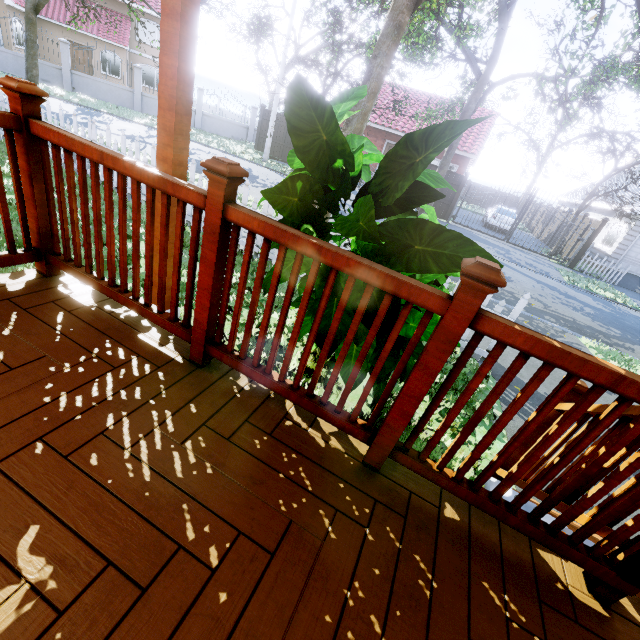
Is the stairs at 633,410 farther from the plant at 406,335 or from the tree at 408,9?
the tree at 408,9

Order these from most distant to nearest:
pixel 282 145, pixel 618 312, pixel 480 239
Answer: pixel 282 145
pixel 480 239
pixel 618 312

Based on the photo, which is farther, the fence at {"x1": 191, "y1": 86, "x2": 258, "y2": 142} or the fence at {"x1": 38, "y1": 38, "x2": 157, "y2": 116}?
the fence at {"x1": 191, "y1": 86, "x2": 258, "y2": 142}

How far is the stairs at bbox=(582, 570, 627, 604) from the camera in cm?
131

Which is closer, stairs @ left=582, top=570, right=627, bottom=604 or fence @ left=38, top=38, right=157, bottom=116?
stairs @ left=582, top=570, right=627, bottom=604

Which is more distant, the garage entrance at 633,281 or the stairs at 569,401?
the garage entrance at 633,281

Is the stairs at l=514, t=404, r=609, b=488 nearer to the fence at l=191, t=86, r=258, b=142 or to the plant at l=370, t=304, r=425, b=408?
the plant at l=370, t=304, r=425, b=408

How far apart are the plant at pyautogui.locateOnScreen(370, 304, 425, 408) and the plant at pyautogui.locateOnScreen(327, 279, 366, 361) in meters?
0.3 m
